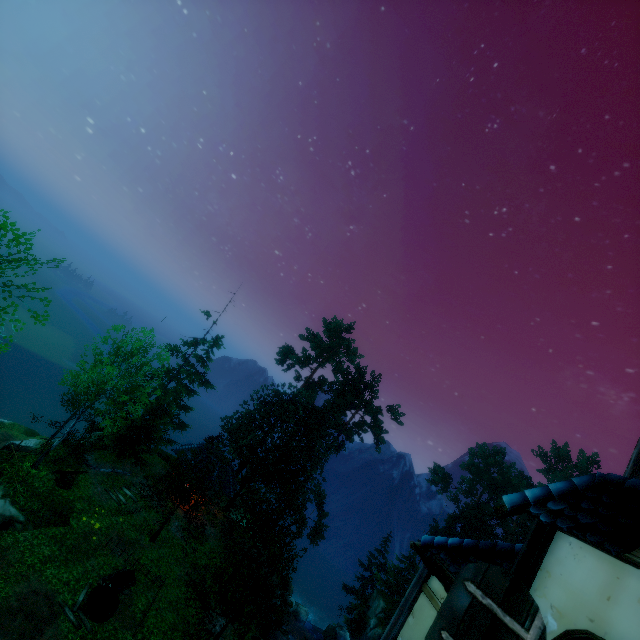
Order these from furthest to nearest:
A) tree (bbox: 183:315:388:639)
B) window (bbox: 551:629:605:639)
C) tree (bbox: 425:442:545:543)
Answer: tree (bbox: 425:442:545:543)
tree (bbox: 183:315:388:639)
window (bbox: 551:629:605:639)

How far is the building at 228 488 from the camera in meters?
28.0 m

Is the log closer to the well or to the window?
the well

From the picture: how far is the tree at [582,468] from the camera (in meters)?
51.41

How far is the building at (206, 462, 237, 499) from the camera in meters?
28.0

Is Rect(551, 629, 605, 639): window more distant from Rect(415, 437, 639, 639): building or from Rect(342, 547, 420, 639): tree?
Rect(342, 547, 420, 639): tree

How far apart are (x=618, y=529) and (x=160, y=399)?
34.6m

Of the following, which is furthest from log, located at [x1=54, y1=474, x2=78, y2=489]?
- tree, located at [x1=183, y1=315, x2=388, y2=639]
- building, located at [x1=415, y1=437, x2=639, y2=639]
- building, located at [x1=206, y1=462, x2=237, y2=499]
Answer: building, located at [x1=415, y1=437, x2=639, y2=639]
